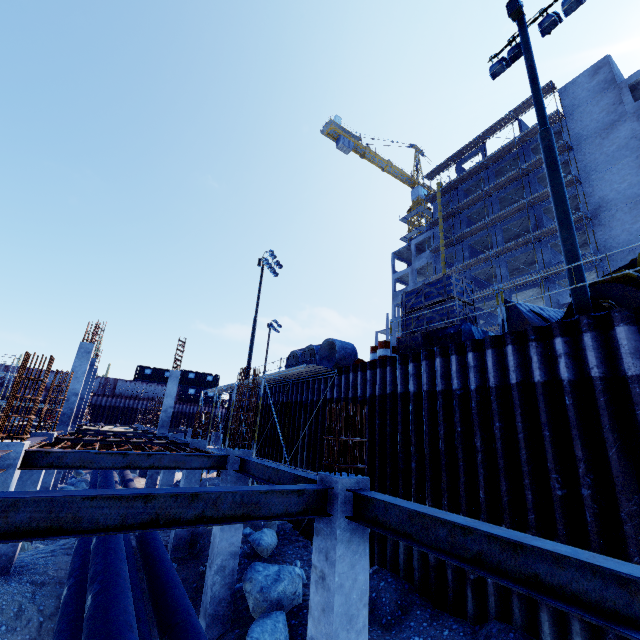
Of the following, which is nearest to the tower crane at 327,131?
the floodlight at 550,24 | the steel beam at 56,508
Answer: the floodlight at 550,24

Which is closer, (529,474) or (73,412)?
(529,474)

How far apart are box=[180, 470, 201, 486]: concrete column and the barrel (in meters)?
7.60

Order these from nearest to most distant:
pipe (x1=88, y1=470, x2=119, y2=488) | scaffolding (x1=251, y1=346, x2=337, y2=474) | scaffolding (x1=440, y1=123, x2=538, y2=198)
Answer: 1. scaffolding (x1=251, y1=346, x2=337, y2=474)
2. pipe (x1=88, y1=470, x2=119, y2=488)
3. scaffolding (x1=440, y1=123, x2=538, y2=198)

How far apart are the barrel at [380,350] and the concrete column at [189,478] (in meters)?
7.60

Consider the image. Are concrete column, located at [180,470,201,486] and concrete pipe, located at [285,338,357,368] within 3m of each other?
no

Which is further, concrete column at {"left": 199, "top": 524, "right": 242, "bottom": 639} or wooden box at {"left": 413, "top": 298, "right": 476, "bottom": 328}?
wooden box at {"left": 413, "top": 298, "right": 476, "bottom": 328}

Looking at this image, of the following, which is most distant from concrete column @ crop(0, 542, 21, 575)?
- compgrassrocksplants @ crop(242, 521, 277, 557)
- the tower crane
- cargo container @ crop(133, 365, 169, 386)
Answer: the tower crane
